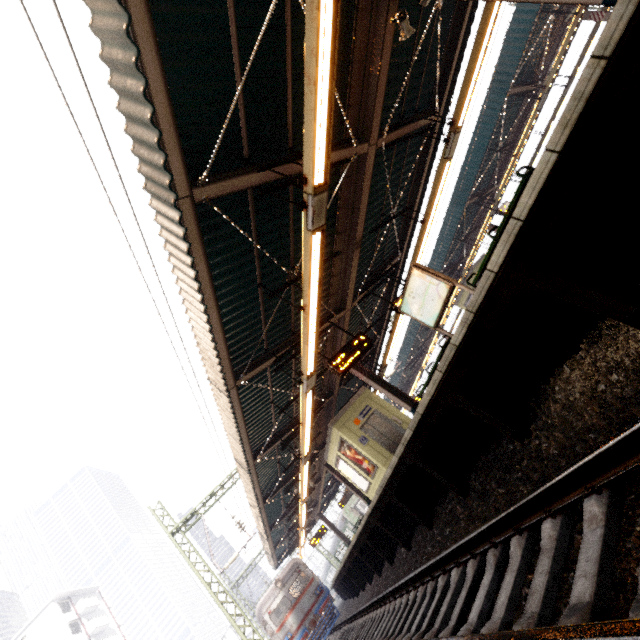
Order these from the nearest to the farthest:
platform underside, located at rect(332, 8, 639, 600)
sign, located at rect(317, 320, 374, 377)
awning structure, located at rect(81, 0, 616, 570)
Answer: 1. platform underside, located at rect(332, 8, 639, 600)
2. awning structure, located at rect(81, 0, 616, 570)
3. sign, located at rect(317, 320, 374, 377)

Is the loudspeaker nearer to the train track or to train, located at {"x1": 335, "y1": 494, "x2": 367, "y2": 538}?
the train track

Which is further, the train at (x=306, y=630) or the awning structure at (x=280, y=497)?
the train at (x=306, y=630)

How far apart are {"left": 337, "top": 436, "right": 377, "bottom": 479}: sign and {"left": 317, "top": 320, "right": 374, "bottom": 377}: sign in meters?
5.1 m

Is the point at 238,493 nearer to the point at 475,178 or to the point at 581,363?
the point at 581,363

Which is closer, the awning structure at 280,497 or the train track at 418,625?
the train track at 418,625

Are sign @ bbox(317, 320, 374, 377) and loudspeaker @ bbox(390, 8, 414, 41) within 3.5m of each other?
no

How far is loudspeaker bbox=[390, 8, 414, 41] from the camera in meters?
5.5 m
